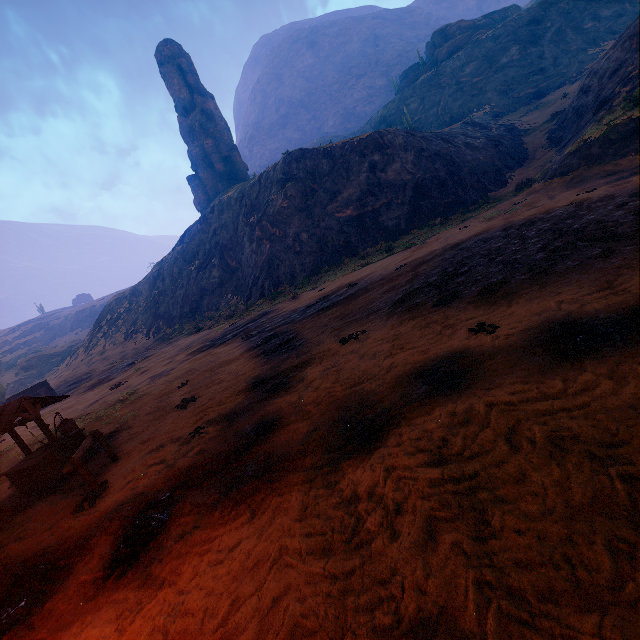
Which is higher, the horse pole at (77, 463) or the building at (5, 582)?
the horse pole at (77, 463)

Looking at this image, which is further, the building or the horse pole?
the horse pole

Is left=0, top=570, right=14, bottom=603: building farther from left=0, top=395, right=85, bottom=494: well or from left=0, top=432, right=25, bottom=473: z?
left=0, top=395, right=85, bottom=494: well

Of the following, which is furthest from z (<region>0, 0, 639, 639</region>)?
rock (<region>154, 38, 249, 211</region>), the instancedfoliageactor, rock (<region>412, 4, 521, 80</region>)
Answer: the instancedfoliageactor

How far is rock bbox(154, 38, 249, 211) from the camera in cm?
5434

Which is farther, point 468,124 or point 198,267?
point 198,267

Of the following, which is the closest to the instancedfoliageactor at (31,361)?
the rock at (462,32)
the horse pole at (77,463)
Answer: the horse pole at (77,463)

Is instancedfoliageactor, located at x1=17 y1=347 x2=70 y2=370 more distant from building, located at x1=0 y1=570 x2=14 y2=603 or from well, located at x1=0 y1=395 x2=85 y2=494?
well, located at x1=0 y1=395 x2=85 y2=494
